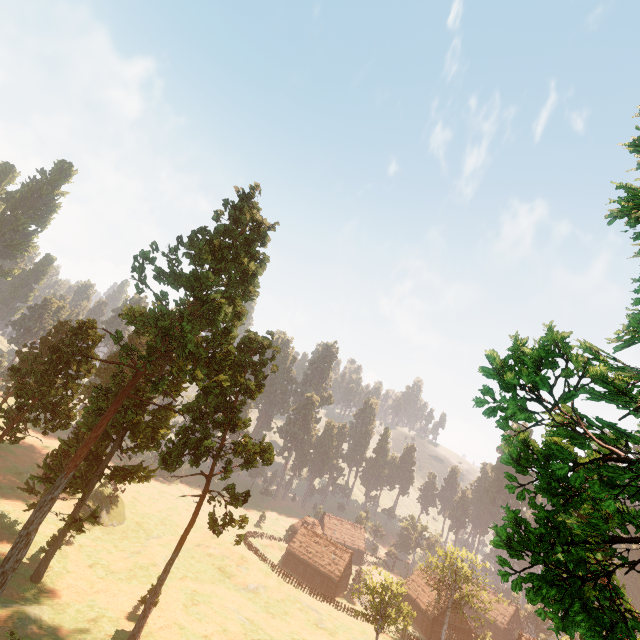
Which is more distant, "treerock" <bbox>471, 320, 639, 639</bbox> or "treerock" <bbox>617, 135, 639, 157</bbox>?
"treerock" <bbox>617, 135, 639, 157</bbox>

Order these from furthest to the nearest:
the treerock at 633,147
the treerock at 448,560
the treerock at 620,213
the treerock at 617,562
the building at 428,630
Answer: the building at 428,630, the treerock at 448,560, the treerock at 633,147, the treerock at 620,213, the treerock at 617,562

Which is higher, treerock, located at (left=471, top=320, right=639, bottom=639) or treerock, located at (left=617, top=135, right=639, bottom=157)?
treerock, located at (left=617, top=135, right=639, bottom=157)

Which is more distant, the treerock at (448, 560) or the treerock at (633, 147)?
the treerock at (448, 560)

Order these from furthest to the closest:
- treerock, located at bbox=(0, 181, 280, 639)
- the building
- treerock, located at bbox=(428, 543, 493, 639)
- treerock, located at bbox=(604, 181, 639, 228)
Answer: the building, treerock, located at bbox=(428, 543, 493, 639), treerock, located at bbox=(0, 181, 280, 639), treerock, located at bbox=(604, 181, 639, 228)

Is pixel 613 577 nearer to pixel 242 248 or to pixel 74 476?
pixel 242 248
